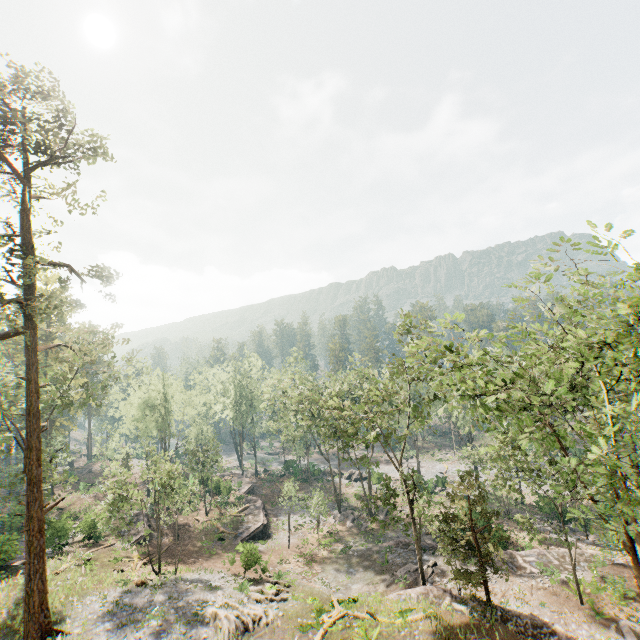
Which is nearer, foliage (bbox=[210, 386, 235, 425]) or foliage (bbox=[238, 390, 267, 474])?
foliage (bbox=[238, 390, 267, 474])

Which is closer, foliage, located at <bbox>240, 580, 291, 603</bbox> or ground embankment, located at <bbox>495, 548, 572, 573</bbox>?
foliage, located at <bbox>240, 580, 291, 603</bbox>

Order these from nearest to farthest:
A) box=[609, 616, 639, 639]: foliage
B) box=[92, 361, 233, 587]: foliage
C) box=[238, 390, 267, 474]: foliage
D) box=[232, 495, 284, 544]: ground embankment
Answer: box=[609, 616, 639, 639]: foliage < box=[92, 361, 233, 587]: foliage < box=[232, 495, 284, 544]: ground embankment < box=[238, 390, 267, 474]: foliage

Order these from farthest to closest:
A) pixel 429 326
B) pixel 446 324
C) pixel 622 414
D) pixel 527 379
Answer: pixel 429 326, pixel 446 324, pixel 527 379, pixel 622 414

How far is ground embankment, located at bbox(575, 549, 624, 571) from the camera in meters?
25.4

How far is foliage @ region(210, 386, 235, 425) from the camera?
54.9 meters

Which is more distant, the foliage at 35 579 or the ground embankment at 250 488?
the ground embankment at 250 488

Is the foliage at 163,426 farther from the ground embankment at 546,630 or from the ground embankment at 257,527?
the ground embankment at 257,527
